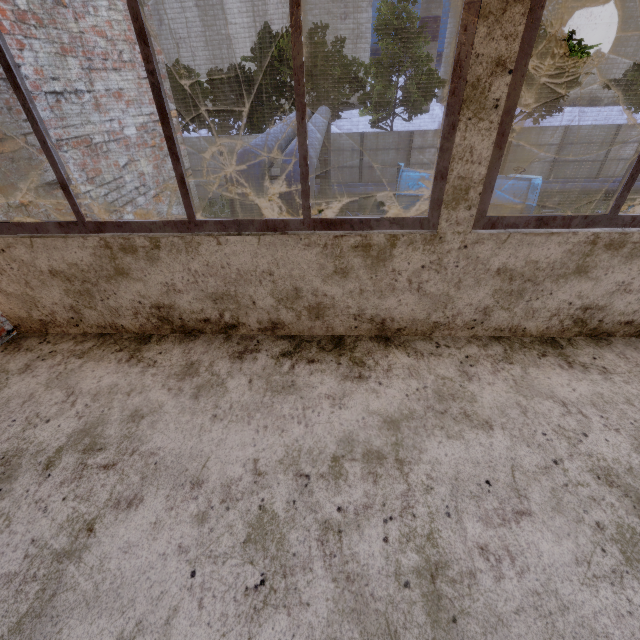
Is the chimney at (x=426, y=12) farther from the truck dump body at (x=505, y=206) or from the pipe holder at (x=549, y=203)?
the truck dump body at (x=505, y=206)

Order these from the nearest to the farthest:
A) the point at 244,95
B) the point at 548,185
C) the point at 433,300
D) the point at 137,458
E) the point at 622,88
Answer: the point at 137,458 < the point at 433,300 < the point at 548,185 < the point at 244,95 < the point at 622,88

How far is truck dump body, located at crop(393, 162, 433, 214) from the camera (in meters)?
14.29

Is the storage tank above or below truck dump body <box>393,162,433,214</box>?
above

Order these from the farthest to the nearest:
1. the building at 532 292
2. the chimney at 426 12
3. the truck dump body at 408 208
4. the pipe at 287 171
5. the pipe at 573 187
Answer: the chimney at 426 12, the pipe at 573 187, the truck dump body at 408 208, the pipe at 287 171, the building at 532 292

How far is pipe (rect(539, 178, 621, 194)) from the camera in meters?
17.4 m

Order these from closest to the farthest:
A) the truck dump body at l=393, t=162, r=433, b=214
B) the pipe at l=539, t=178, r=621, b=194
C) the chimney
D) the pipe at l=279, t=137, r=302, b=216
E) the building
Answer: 1. the building
2. the pipe at l=279, t=137, r=302, b=216
3. the truck dump body at l=393, t=162, r=433, b=214
4. the pipe at l=539, t=178, r=621, b=194
5. the chimney
